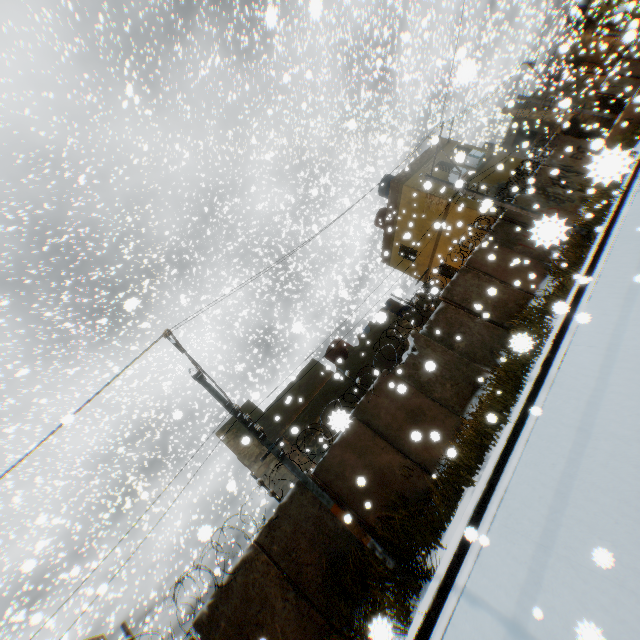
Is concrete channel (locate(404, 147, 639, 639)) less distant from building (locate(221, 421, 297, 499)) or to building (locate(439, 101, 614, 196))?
building (locate(439, 101, 614, 196))

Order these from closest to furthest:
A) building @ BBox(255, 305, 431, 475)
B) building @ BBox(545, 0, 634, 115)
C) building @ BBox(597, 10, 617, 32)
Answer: building @ BBox(255, 305, 431, 475) < building @ BBox(545, 0, 634, 115) < building @ BBox(597, 10, 617, 32)

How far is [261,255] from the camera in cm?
2798

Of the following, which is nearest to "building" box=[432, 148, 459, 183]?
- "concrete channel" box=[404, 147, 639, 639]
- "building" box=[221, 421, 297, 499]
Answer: "concrete channel" box=[404, 147, 639, 639]

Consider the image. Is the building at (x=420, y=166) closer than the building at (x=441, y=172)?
Yes

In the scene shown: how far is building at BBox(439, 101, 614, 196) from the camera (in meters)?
19.27

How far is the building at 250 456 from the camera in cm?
1329
